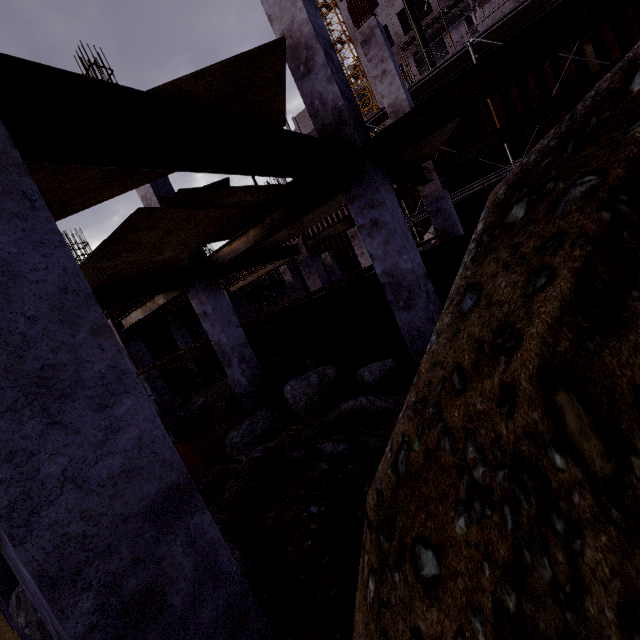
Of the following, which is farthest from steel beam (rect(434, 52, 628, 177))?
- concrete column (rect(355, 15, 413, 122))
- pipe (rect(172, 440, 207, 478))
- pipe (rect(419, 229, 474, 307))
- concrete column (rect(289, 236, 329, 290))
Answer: pipe (rect(172, 440, 207, 478))

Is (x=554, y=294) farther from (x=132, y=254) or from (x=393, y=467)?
(x=132, y=254)

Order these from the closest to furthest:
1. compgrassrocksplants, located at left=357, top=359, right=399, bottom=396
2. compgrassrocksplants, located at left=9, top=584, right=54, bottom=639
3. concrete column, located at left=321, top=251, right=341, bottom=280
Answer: compgrassrocksplants, located at left=9, top=584, right=54, bottom=639 → compgrassrocksplants, located at left=357, top=359, right=399, bottom=396 → concrete column, located at left=321, top=251, right=341, bottom=280

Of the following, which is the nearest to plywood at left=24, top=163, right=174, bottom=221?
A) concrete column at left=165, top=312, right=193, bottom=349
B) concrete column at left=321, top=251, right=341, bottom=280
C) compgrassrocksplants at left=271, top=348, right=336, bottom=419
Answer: compgrassrocksplants at left=271, top=348, right=336, bottom=419

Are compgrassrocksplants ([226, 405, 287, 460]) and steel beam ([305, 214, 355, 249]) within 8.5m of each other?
yes

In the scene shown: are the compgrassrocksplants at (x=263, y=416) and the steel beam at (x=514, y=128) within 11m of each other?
yes

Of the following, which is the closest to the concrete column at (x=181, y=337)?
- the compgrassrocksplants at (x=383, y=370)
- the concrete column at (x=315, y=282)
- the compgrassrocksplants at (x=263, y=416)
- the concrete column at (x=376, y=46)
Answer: the concrete column at (x=315, y=282)

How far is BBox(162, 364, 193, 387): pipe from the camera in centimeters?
1908cm
